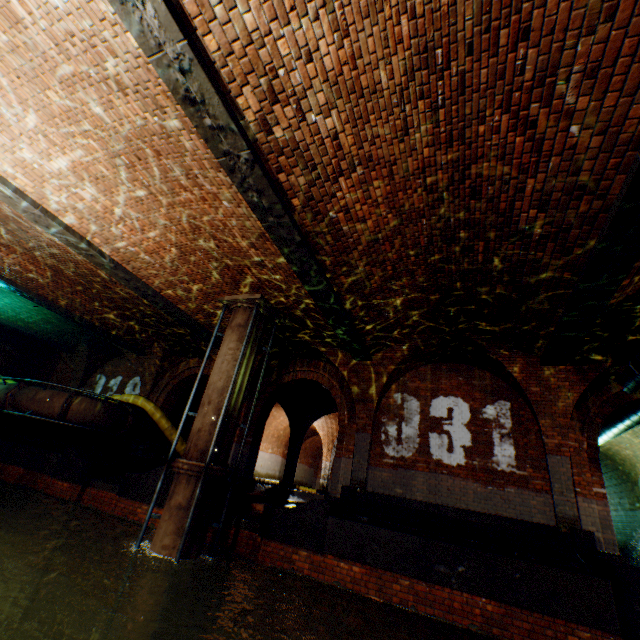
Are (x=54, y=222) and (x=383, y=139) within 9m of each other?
yes

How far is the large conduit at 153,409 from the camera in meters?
12.1 m

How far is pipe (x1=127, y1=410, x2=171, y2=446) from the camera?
12.09m

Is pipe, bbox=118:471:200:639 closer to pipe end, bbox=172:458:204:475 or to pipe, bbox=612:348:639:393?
pipe end, bbox=172:458:204:475

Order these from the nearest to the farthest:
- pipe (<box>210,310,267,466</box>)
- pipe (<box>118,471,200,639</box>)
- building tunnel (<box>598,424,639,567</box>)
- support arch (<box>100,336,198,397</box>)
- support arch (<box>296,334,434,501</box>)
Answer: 1. pipe (<box>118,471,200,639</box>)
2. pipe (<box>210,310,267,466</box>)
3. support arch (<box>296,334,434,501</box>)
4. building tunnel (<box>598,424,639,567</box>)
5. support arch (<box>100,336,198,397</box>)

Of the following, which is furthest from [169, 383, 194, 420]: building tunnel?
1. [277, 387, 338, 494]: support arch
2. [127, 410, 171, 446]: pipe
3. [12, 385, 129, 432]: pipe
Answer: [12, 385, 129, 432]: pipe

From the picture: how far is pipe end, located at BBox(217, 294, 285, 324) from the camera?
8.67m

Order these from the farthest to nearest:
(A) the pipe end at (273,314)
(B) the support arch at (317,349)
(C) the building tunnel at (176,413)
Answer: (C) the building tunnel at (176,413), (B) the support arch at (317,349), (A) the pipe end at (273,314)
